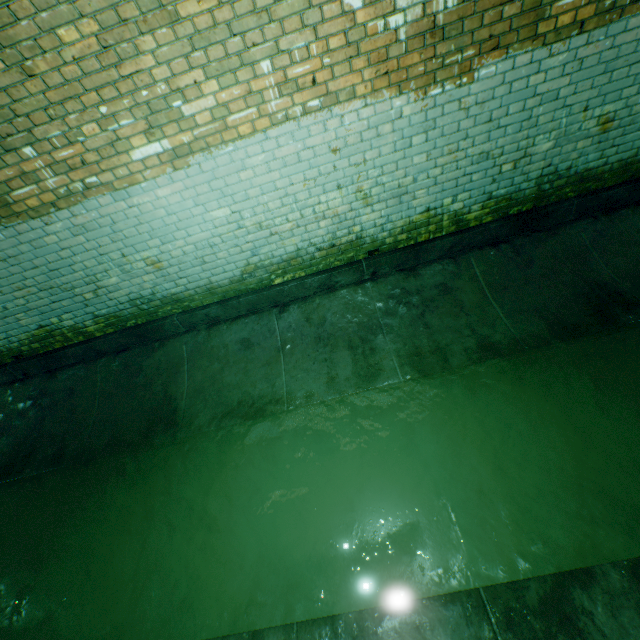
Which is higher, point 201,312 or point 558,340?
point 201,312
